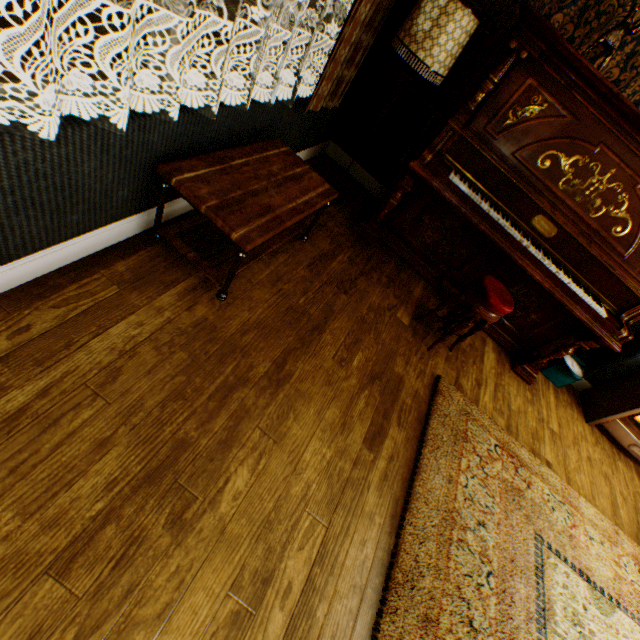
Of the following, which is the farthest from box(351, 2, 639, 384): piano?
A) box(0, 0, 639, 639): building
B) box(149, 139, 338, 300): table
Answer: box(149, 139, 338, 300): table

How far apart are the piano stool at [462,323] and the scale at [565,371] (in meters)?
1.56

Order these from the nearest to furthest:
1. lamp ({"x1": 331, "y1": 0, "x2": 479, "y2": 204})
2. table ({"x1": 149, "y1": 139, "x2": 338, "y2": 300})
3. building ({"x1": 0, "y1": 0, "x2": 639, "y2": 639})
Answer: building ({"x1": 0, "y1": 0, "x2": 639, "y2": 639})
table ({"x1": 149, "y1": 139, "x2": 338, "y2": 300})
lamp ({"x1": 331, "y1": 0, "x2": 479, "y2": 204})

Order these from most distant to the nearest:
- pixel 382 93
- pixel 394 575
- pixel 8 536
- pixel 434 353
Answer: pixel 382 93, pixel 434 353, pixel 394 575, pixel 8 536

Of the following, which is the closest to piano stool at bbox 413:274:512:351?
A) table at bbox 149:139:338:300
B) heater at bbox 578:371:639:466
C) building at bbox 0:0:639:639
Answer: building at bbox 0:0:639:639

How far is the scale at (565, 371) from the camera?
3.66m

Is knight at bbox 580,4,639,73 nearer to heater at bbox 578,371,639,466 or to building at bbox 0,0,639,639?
building at bbox 0,0,639,639

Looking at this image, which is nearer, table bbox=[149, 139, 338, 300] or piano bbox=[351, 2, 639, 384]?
table bbox=[149, 139, 338, 300]
